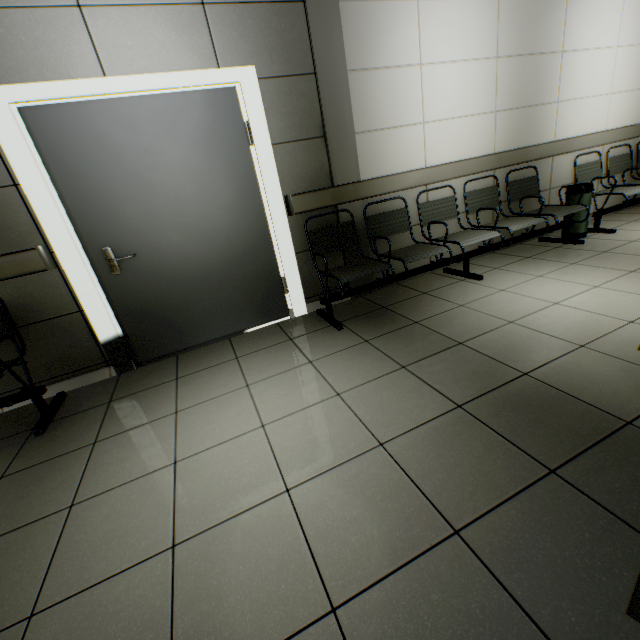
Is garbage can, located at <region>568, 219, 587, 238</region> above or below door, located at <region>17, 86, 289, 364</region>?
below

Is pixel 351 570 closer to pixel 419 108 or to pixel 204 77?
pixel 204 77

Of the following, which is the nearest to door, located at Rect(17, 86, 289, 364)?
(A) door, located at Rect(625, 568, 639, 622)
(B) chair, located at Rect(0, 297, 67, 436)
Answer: (B) chair, located at Rect(0, 297, 67, 436)

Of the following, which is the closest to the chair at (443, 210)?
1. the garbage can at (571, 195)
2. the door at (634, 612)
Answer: the garbage can at (571, 195)

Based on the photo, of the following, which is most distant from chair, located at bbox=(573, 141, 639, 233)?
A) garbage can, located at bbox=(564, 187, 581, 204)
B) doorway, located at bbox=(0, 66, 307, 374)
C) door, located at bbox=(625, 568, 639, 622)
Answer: doorway, located at bbox=(0, 66, 307, 374)

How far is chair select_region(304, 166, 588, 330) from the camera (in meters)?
2.98

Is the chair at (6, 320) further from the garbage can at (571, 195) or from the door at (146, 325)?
the garbage can at (571, 195)

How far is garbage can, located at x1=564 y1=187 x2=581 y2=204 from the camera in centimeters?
390cm
